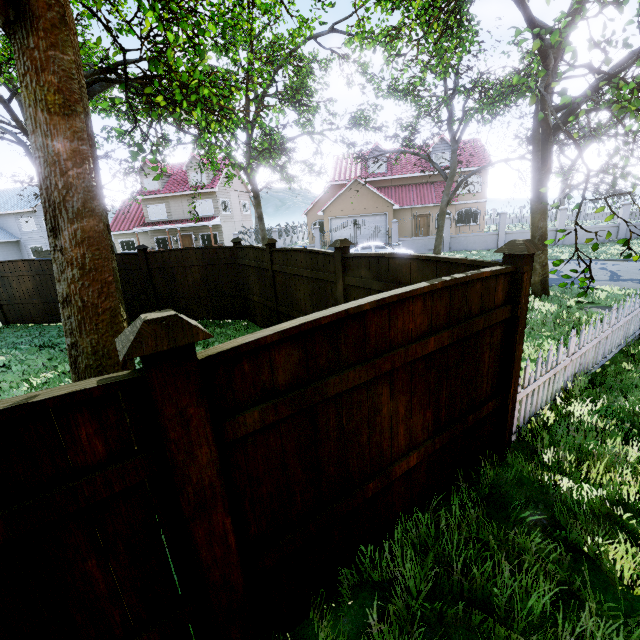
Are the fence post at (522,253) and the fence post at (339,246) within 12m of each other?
yes

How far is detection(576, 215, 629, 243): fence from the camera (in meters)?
21.28

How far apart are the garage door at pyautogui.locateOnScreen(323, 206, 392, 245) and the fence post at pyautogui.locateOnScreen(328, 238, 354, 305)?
23.8m

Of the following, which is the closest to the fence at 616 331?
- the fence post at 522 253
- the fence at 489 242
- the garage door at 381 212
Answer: the fence post at 522 253

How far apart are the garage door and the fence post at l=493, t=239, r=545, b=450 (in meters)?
25.72

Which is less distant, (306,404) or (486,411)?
(306,404)

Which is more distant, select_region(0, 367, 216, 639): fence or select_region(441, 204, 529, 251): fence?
select_region(441, 204, 529, 251): fence

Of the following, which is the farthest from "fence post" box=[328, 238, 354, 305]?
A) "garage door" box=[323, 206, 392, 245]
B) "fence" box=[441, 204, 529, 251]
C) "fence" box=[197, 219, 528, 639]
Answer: "garage door" box=[323, 206, 392, 245]
